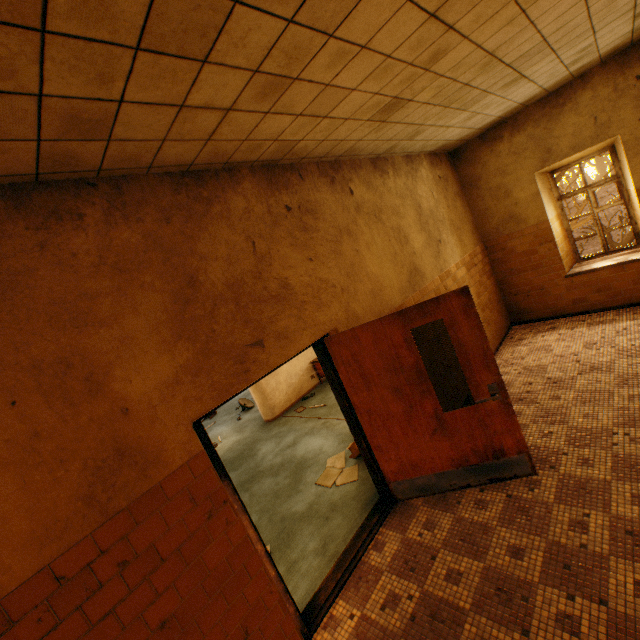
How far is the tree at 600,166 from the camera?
10.5m

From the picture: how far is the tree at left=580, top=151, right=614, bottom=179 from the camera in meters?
10.5 m

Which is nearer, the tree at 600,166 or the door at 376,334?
the door at 376,334

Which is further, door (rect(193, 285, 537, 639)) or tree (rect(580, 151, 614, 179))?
tree (rect(580, 151, 614, 179))

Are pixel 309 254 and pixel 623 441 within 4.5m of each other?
yes
